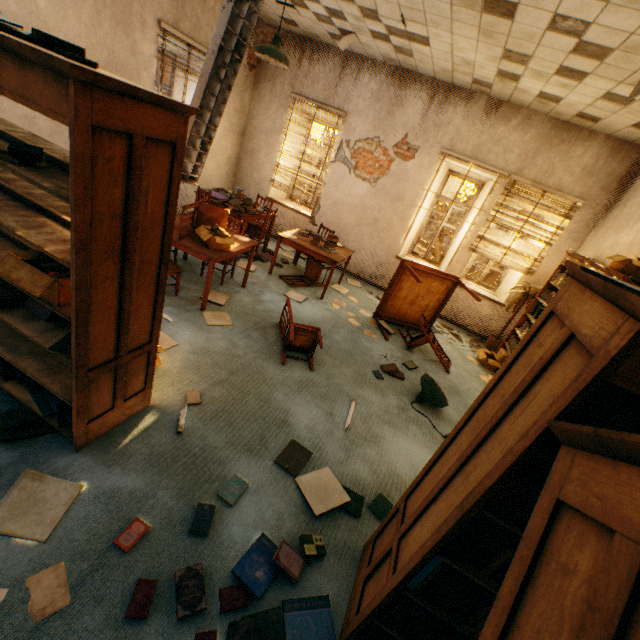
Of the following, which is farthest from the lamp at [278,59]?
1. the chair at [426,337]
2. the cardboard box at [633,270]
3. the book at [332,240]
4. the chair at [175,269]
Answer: the cardboard box at [633,270]

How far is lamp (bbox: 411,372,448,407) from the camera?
3.8 meters

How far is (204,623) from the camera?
1.7m

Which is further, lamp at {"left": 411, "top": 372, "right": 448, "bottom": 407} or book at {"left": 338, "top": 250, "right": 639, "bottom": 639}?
lamp at {"left": 411, "top": 372, "right": 448, "bottom": 407}

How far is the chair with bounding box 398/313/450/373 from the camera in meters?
5.0

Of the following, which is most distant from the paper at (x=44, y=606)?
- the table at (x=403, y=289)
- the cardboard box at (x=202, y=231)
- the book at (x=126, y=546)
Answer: the table at (x=403, y=289)

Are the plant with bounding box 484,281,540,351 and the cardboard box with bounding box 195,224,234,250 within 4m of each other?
no

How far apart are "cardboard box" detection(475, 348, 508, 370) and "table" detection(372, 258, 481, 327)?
0.7m
